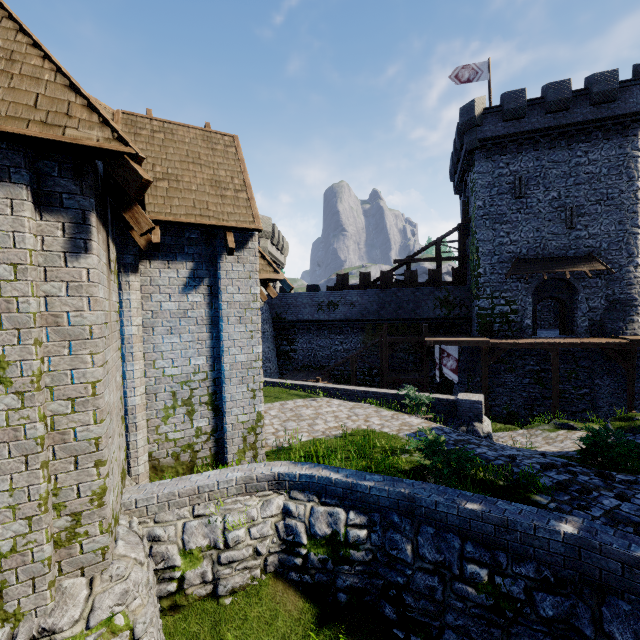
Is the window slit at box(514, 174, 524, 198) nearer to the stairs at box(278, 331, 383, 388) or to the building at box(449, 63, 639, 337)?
the building at box(449, 63, 639, 337)

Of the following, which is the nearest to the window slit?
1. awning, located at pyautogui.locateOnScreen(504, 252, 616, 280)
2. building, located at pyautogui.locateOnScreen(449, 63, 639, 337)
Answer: building, located at pyautogui.locateOnScreen(449, 63, 639, 337)

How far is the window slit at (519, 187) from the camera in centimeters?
2267cm

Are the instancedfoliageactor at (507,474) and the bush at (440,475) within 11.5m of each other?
yes

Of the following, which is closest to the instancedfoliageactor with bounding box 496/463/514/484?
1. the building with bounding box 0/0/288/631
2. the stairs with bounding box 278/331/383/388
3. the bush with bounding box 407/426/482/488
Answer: the bush with bounding box 407/426/482/488

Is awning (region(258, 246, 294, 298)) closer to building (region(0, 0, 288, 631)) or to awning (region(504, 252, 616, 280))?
building (region(0, 0, 288, 631))

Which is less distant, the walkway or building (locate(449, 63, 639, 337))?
the walkway

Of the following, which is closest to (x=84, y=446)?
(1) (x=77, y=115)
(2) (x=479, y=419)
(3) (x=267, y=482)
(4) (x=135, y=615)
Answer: (4) (x=135, y=615)
